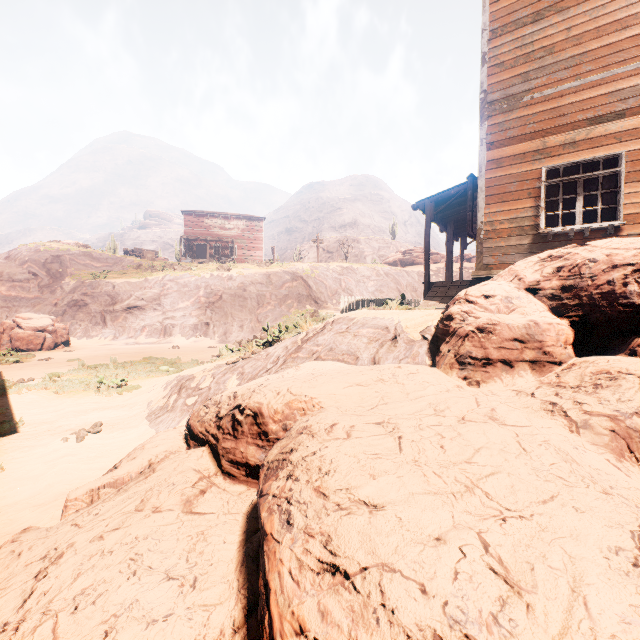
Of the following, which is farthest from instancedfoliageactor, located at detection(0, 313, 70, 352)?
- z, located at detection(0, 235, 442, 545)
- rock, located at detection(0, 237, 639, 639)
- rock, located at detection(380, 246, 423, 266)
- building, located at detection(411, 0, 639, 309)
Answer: rock, located at detection(380, 246, 423, 266)

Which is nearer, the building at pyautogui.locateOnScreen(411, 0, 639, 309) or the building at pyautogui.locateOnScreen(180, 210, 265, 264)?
the building at pyautogui.locateOnScreen(411, 0, 639, 309)

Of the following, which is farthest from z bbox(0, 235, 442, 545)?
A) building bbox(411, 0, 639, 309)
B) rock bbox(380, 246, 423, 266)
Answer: rock bbox(380, 246, 423, 266)

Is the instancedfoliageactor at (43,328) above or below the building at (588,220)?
below

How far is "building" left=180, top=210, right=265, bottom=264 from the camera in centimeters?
3988cm

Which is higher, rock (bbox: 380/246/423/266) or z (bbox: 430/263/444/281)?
rock (bbox: 380/246/423/266)

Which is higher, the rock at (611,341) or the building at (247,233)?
the building at (247,233)

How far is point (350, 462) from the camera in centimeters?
161cm
